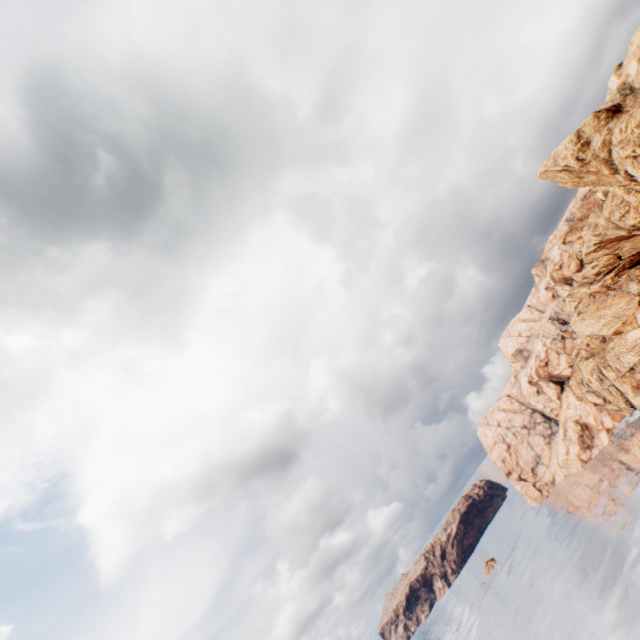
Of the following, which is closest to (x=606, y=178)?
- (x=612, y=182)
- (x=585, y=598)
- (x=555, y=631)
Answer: (x=612, y=182)
